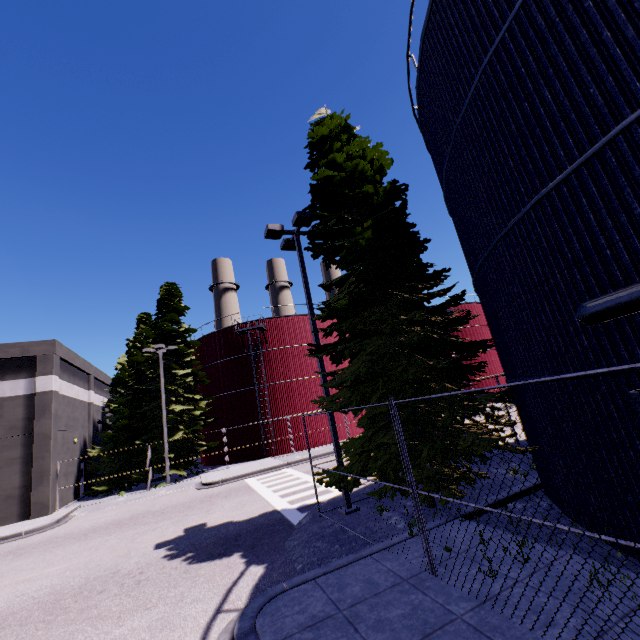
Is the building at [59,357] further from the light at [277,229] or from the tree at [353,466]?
the light at [277,229]

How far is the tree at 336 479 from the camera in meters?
8.1 m

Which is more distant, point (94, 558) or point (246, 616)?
point (94, 558)

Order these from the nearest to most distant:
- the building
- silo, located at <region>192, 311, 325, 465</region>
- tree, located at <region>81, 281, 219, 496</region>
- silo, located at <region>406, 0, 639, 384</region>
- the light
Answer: silo, located at <region>406, 0, 639, 384</region> < the light < the building < tree, located at <region>81, 281, 219, 496</region> < silo, located at <region>192, 311, 325, 465</region>

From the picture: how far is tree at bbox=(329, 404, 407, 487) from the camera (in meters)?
7.75

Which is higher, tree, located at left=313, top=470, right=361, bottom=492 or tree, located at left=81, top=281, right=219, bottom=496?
tree, located at left=81, top=281, right=219, bottom=496
